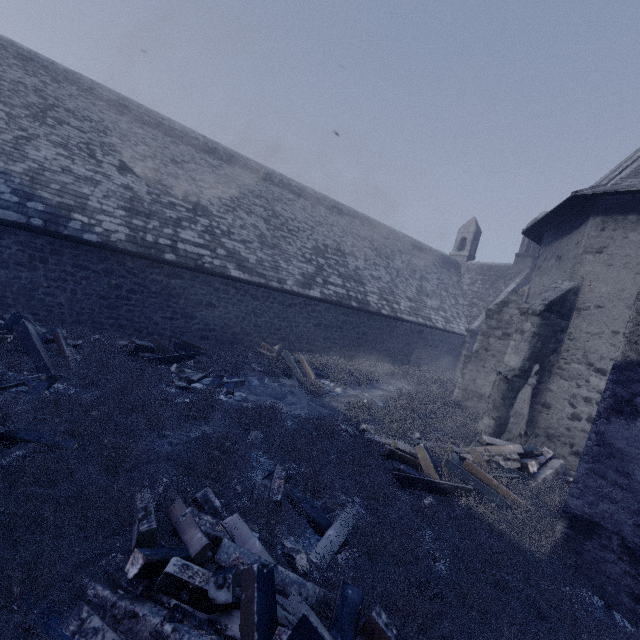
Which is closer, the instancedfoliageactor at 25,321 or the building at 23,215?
the instancedfoliageactor at 25,321

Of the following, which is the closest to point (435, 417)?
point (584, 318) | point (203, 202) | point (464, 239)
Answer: point (584, 318)

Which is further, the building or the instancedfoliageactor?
the building

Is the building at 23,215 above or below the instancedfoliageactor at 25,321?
above

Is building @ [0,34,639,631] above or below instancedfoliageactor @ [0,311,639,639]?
above
